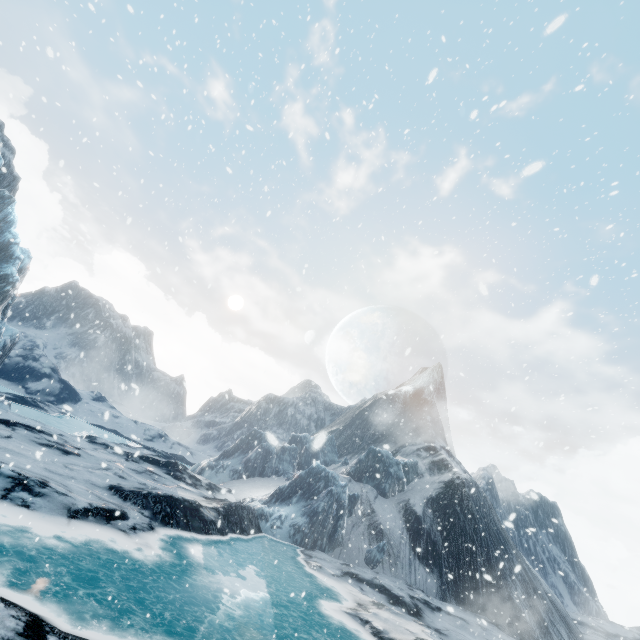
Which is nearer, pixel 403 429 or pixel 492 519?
pixel 492 519
